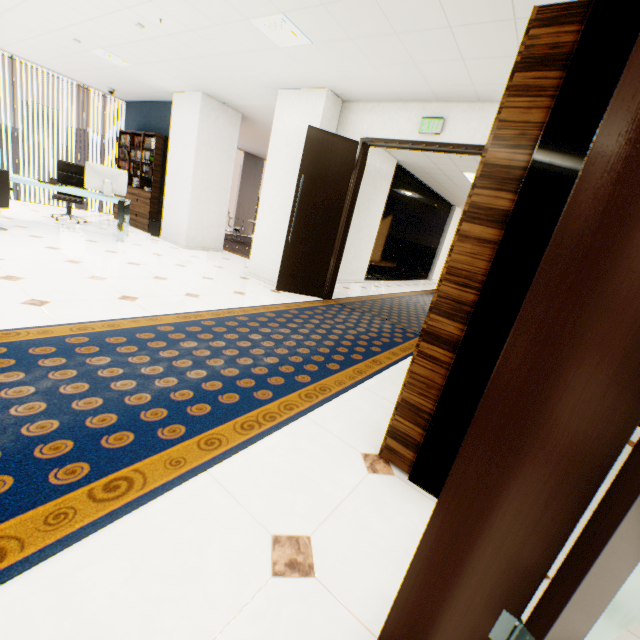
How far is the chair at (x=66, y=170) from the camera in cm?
668

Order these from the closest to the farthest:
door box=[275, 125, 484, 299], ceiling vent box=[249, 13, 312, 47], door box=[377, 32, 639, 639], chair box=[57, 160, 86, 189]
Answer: door box=[377, 32, 639, 639] < ceiling vent box=[249, 13, 312, 47] < door box=[275, 125, 484, 299] < chair box=[57, 160, 86, 189]

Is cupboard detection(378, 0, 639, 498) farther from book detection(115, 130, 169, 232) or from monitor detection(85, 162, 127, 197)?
book detection(115, 130, 169, 232)

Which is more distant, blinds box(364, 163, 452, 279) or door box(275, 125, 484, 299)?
blinds box(364, 163, 452, 279)

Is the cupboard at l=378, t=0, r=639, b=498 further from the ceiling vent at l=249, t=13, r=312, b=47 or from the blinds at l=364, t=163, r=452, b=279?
the blinds at l=364, t=163, r=452, b=279

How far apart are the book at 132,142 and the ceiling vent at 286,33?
4.81m

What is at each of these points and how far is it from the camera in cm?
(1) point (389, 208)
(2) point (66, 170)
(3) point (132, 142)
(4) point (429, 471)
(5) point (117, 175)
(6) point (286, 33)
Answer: (1) blinds, 852
(2) chair, 673
(3) book, 781
(4) cupboard, 169
(5) monitor, 584
(6) ceiling vent, 340

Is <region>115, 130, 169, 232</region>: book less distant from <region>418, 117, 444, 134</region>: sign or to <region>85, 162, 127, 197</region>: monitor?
<region>85, 162, 127, 197</region>: monitor
